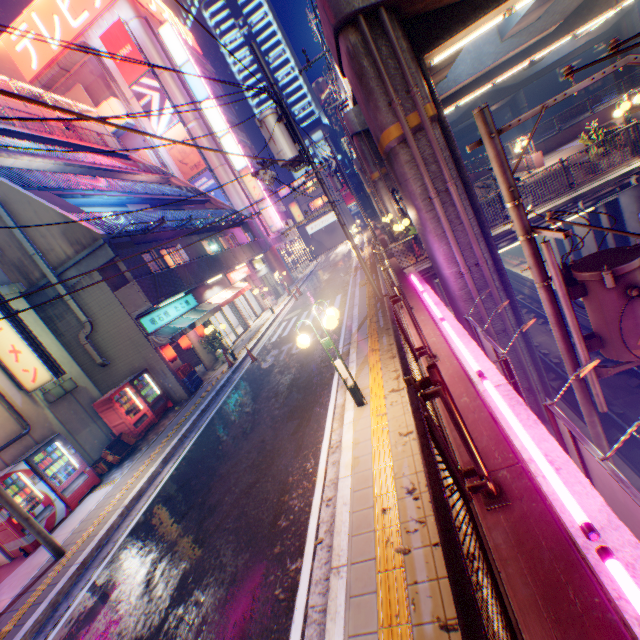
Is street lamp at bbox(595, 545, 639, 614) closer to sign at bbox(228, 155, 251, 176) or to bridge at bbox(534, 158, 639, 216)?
bridge at bbox(534, 158, 639, 216)

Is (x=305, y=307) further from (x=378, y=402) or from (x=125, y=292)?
(x=378, y=402)

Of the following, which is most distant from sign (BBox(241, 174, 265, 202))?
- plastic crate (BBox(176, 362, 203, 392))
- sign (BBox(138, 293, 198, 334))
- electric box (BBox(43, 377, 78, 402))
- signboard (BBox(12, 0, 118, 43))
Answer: electric box (BBox(43, 377, 78, 402))

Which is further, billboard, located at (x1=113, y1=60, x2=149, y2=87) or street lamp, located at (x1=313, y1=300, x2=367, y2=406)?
billboard, located at (x1=113, y1=60, x2=149, y2=87)

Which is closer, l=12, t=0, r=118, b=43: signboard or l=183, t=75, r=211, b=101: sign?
l=12, t=0, r=118, b=43: signboard

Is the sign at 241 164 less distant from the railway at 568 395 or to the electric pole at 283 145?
the railway at 568 395

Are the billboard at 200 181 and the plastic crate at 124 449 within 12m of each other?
no

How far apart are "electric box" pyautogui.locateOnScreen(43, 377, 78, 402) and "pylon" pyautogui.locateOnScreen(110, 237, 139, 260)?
4.1 meters
